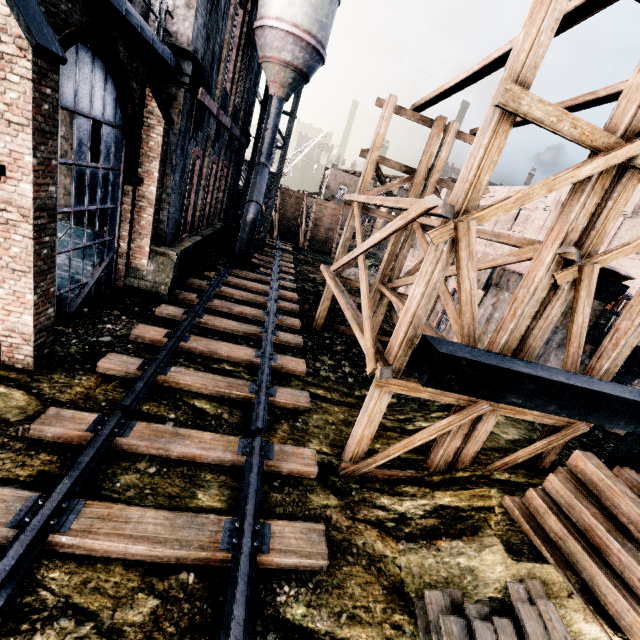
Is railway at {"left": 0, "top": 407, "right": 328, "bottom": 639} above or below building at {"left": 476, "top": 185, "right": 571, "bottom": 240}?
below

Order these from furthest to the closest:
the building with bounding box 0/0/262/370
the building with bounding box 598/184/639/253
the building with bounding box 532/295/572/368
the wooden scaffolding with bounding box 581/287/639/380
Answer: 1. the building with bounding box 598/184/639/253
2. the building with bounding box 532/295/572/368
3. the wooden scaffolding with bounding box 581/287/639/380
4. the building with bounding box 0/0/262/370

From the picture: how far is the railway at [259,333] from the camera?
8.1m

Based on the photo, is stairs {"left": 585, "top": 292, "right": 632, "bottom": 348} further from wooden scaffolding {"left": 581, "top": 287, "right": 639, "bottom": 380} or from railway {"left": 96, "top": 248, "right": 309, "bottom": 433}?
railway {"left": 96, "top": 248, "right": 309, "bottom": 433}

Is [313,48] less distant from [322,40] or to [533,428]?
[322,40]

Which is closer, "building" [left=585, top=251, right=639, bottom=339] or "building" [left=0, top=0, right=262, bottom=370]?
"building" [left=0, top=0, right=262, bottom=370]

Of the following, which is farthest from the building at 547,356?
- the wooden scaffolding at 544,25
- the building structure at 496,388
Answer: the wooden scaffolding at 544,25

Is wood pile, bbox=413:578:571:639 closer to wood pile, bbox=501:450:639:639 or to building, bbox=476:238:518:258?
wood pile, bbox=501:450:639:639
